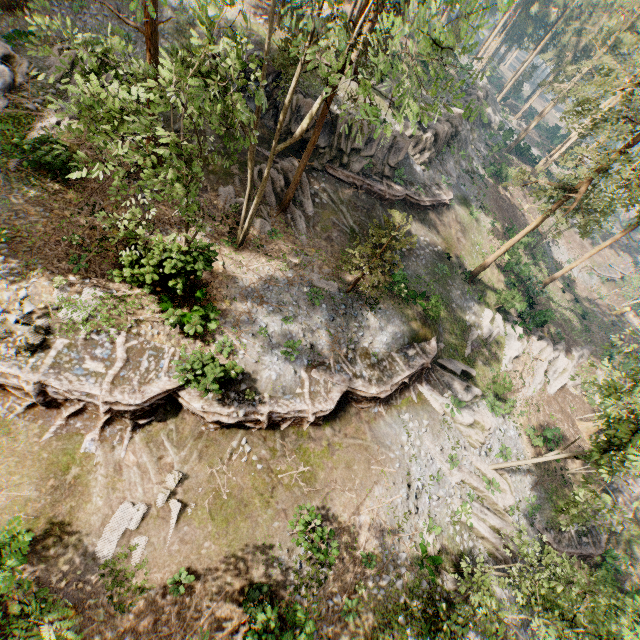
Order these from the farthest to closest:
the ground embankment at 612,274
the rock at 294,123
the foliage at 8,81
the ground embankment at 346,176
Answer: the ground embankment at 612,274
the ground embankment at 346,176
the rock at 294,123
the foliage at 8,81

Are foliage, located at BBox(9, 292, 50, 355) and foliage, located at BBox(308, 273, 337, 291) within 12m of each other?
no

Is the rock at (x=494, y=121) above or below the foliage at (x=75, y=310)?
above

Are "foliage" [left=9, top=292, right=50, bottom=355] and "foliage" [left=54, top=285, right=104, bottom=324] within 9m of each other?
yes

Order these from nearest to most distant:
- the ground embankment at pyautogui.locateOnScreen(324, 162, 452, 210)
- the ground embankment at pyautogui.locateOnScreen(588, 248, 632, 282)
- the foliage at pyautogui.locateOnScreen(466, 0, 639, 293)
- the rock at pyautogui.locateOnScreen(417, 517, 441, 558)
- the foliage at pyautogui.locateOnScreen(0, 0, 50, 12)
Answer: the foliage at pyautogui.locateOnScreen(0, 0, 50, 12)
the rock at pyautogui.locateOnScreen(417, 517, 441, 558)
the foliage at pyautogui.locateOnScreen(466, 0, 639, 293)
the ground embankment at pyautogui.locateOnScreen(324, 162, 452, 210)
the ground embankment at pyautogui.locateOnScreen(588, 248, 632, 282)

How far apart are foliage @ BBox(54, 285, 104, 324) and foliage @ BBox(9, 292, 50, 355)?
0.0m

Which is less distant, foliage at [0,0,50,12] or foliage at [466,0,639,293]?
foliage at [0,0,50,12]

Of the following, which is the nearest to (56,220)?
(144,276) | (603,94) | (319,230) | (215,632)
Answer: (144,276)
